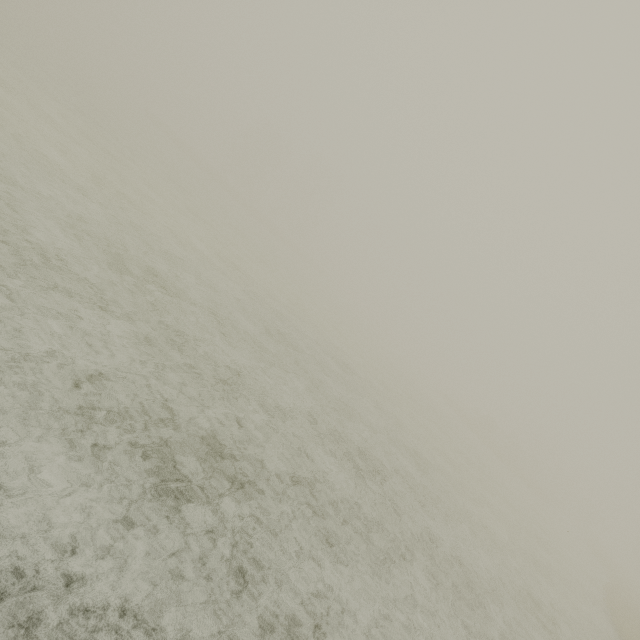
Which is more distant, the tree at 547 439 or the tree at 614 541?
the tree at 614 541

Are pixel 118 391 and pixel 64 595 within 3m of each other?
yes

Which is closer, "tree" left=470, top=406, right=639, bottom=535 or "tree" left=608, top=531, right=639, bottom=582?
"tree" left=470, top=406, right=639, bottom=535
